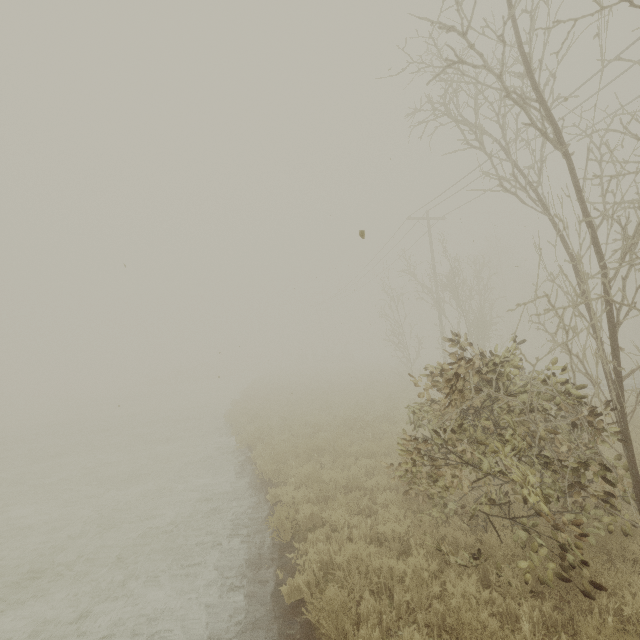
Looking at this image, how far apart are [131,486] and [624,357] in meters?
37.7

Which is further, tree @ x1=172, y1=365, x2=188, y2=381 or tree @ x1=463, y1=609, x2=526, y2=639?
tree @ x1=172, y1=365, x2=188, y2=381

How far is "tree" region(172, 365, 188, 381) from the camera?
56.4 meters

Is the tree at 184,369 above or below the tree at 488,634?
above

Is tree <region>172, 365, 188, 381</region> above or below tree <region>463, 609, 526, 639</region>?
above
